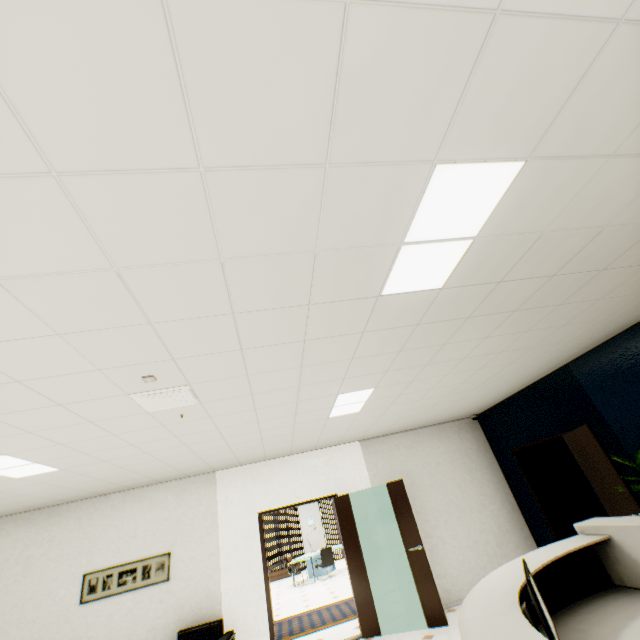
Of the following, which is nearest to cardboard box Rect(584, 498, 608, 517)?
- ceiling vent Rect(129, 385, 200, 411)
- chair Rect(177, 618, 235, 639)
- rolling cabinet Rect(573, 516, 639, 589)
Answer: rolling cabinet Rect(573, 516, 639, 589)

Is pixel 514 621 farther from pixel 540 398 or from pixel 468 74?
pixel 540 398

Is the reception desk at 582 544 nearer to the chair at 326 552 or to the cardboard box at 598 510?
the cardboard box at 598 510

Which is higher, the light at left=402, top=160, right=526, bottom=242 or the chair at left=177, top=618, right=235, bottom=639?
the light at left=402, top=160, right=526, bottom=242

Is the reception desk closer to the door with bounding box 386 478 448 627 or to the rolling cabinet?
the rolling cabinet

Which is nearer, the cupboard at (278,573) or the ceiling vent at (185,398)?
the ceiling vent at (185,398)

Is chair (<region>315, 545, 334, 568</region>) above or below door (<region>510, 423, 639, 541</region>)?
below

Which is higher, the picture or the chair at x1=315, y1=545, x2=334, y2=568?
the picture
